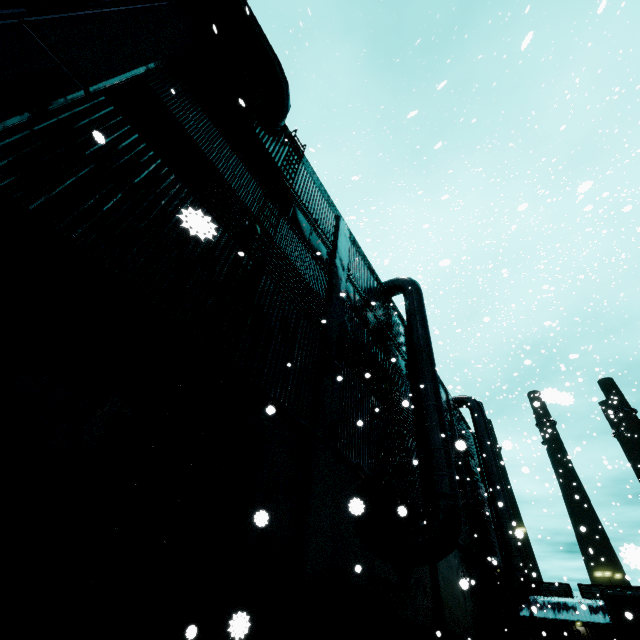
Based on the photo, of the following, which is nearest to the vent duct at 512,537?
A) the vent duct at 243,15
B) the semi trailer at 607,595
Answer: the semi trailer at 607,595

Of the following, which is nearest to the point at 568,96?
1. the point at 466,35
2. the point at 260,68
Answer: the point at 466,35

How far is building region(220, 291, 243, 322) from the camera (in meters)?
6.40

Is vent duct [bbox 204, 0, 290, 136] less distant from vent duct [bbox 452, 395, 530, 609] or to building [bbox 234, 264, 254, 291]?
building [bbox 234, 264, 254, 291]

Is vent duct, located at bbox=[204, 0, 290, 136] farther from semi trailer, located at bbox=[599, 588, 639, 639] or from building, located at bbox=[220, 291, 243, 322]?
semi trailer, located at bbox=[599, 588, 639, 639]

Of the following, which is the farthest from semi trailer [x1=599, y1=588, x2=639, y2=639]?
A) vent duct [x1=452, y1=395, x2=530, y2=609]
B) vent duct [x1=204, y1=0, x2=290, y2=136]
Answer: vent duct [x1=204, y1=0, x2=290, y2=136]
